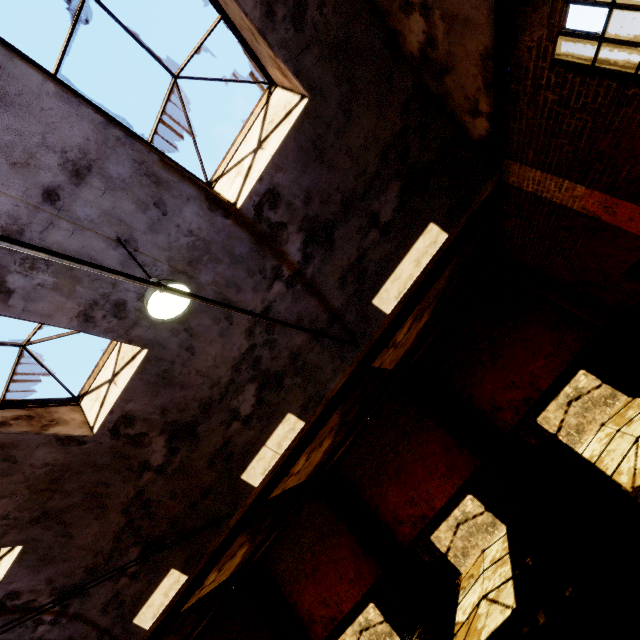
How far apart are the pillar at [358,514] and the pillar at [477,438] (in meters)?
4.22

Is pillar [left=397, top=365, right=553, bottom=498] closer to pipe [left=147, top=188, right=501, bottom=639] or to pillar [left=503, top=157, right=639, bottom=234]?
pipe [left=147, top=188, right=501, bottom=639]

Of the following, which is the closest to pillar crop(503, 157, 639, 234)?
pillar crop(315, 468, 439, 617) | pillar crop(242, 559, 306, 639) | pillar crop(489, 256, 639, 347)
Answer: pillar crop(489, 256, 639, 347)

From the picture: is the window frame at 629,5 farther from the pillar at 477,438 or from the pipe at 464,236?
the pillar at 477,438

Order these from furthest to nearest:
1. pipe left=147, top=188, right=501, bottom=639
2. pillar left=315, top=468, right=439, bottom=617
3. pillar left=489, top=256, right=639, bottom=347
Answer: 1. pillar left=315, top=468, right=439, bottom=617
2. pillar left=489, top=256, right=639, bottom=347
3. pipe left=147, top=188, right=501, bottom=639

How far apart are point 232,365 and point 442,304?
6.81m

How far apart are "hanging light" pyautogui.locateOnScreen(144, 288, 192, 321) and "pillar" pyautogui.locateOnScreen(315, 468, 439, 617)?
9.9 meters

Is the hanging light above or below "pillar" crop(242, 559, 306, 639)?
above
